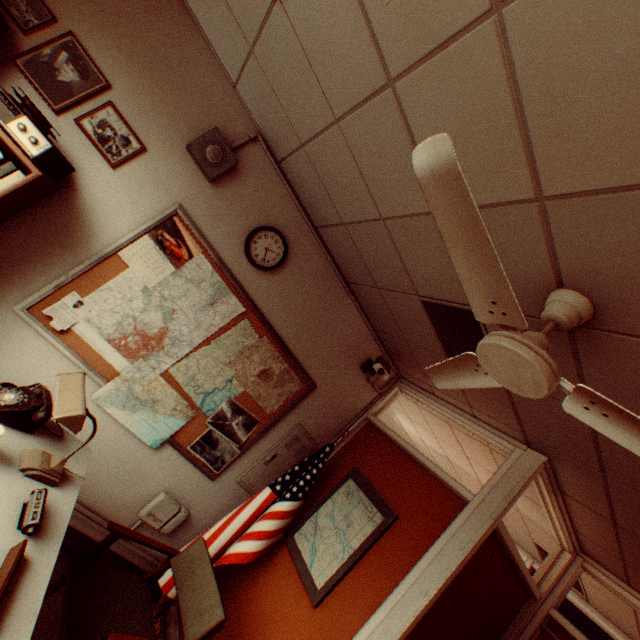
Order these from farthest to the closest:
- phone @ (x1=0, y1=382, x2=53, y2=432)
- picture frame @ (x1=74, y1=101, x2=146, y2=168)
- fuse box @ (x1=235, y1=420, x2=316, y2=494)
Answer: fuse box @ (x1=235, y1=420, x2=316, y2=494) → picture frame @ (x1=74, y1=101, x2=146, y2=168) → phone @ (x1=0, y1=382, x2=53, y2=432)

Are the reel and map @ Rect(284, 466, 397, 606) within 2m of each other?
no

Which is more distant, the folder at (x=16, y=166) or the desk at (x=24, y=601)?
the folder at (x=16, y=166)

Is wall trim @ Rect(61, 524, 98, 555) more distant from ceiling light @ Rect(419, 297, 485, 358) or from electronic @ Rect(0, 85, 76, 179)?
ceiling light @ Rect(419, 297, 485, 358)

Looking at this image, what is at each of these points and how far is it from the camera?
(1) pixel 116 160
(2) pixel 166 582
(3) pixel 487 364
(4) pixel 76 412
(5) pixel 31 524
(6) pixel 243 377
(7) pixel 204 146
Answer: (1) picture frame, 2.43m
(2) flagpole, 2.93m
(3) ceiling fan, 1.50m
(4) desk lamp, 1.57m
(5) calender, 1.42m
(6) map, 3.21m
(7) wall speaker, 2.59m

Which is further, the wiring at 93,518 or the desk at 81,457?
the wiring at 93,518

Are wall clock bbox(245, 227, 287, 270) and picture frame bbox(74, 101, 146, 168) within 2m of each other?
yes

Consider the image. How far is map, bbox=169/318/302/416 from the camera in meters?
3.0 m
